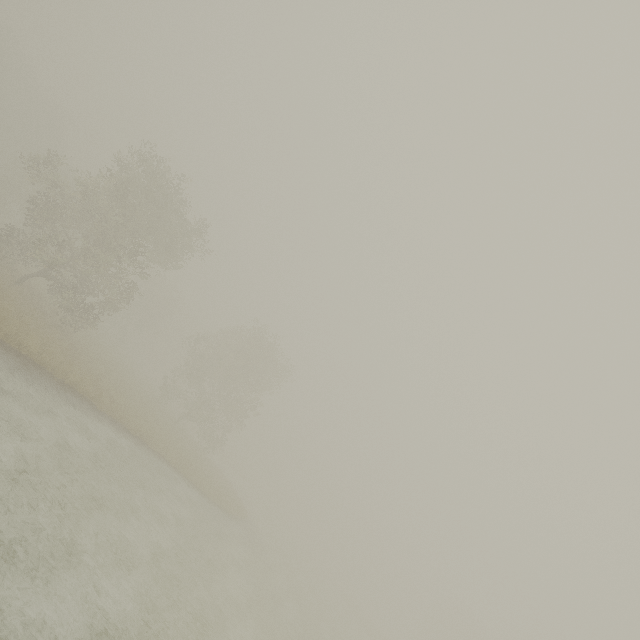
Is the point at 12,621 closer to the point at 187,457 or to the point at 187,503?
the point at 187,503
